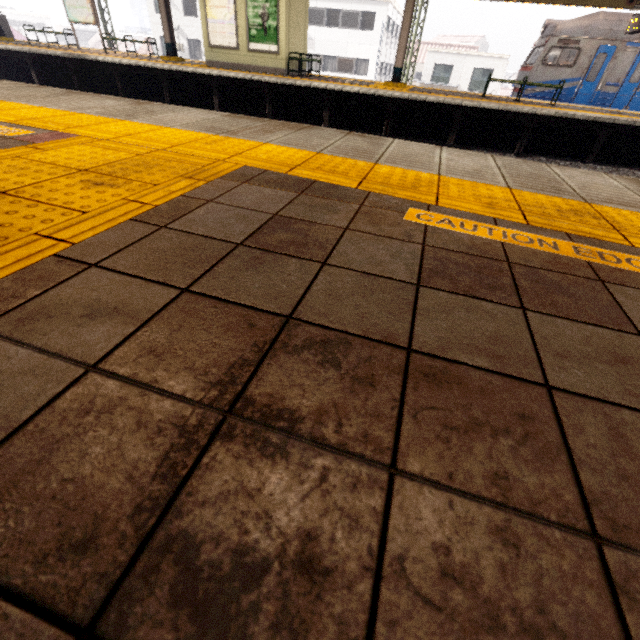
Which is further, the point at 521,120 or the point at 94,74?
the point at 94,74

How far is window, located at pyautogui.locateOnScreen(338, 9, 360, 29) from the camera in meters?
26.3

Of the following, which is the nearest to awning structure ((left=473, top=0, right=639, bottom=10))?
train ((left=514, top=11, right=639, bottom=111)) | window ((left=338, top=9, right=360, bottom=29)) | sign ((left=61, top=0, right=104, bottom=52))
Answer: sign ((left=61, top=0, right=104, bottom=52))

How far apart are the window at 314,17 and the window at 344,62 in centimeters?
213cm

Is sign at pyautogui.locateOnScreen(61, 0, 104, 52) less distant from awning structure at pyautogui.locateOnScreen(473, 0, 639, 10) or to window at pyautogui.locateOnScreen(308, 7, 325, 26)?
awning structure at pyautogui.locateOnScreen(473, 0, 639, 10)

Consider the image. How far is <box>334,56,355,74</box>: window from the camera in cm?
2823

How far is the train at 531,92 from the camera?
13.69m

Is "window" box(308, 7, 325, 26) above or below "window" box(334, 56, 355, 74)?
above
